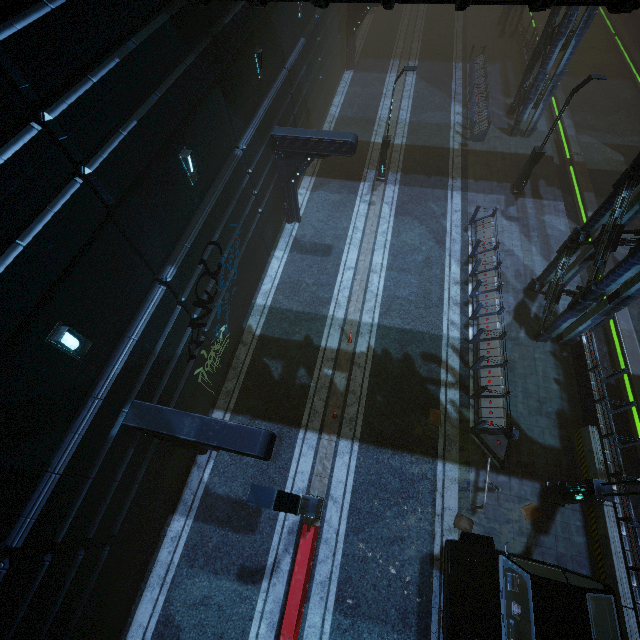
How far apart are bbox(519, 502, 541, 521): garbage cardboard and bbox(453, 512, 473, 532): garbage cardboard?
1.60m

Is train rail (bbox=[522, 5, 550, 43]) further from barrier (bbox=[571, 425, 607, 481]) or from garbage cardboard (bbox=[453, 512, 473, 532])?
garbage cardboard (bbox=[453, 512, 473, 532])

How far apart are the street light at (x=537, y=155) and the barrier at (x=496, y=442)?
13.5 meters

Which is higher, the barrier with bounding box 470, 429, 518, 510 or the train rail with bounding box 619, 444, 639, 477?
the barrier with bounding box 470, 429, 518, 510

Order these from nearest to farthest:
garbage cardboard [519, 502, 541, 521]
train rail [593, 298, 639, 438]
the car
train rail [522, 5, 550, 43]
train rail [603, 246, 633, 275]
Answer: the car, garbage cardboard [519, 502, 541, 521], train rail [593, 298, 639, 438], train rail [603, 246, 633, 275], train rail [522, 5, 550, 43]

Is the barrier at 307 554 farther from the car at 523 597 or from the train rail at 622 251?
the train rail at 622 251

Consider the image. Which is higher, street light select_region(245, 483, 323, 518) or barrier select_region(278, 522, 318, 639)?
street light select_region(245, 483, 323, 518)

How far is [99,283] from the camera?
6.6m
